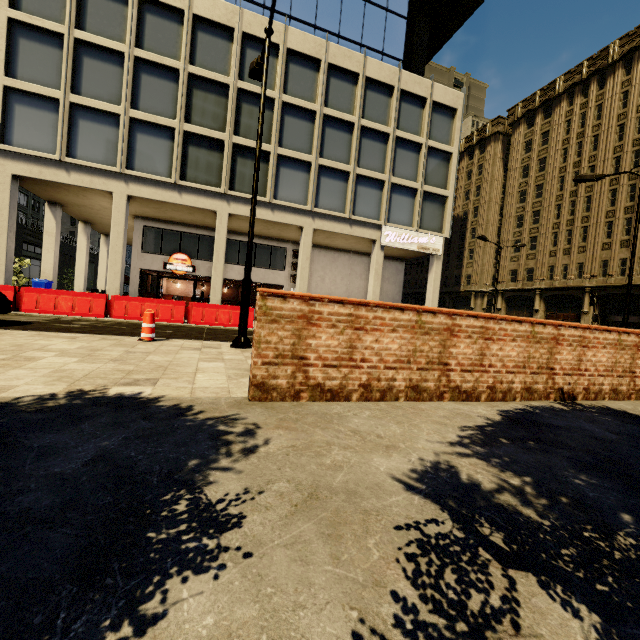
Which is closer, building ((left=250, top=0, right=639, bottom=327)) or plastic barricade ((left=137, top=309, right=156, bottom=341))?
→ plastic barricade ((left=137, top=309, right=156, bottom=341))

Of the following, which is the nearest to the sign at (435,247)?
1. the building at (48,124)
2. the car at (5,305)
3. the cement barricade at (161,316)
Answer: the building at (48,124)

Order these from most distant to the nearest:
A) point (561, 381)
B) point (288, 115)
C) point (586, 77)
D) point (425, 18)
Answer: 1. point (586, 77)
2. point (425, 18)
3. point (288, 115)
4. point (561, 381)

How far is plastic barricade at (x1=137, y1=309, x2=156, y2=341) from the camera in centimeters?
723cm

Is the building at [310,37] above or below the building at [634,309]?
above

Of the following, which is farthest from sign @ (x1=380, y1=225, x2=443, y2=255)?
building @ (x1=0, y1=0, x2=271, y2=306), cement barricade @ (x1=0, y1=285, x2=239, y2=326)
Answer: cement barricade @ (x1=0, y1=285, x2=239, y2=326)

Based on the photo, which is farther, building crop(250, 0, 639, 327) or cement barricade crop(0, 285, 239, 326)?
building crop(250, 0, 639, 327)

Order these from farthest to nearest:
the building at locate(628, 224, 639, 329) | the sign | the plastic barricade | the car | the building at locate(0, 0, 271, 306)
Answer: the building at locate(628, 224, 639, 329), the sign, the building at locate(0, 0, 271, 306), the car, the plastic barricade
